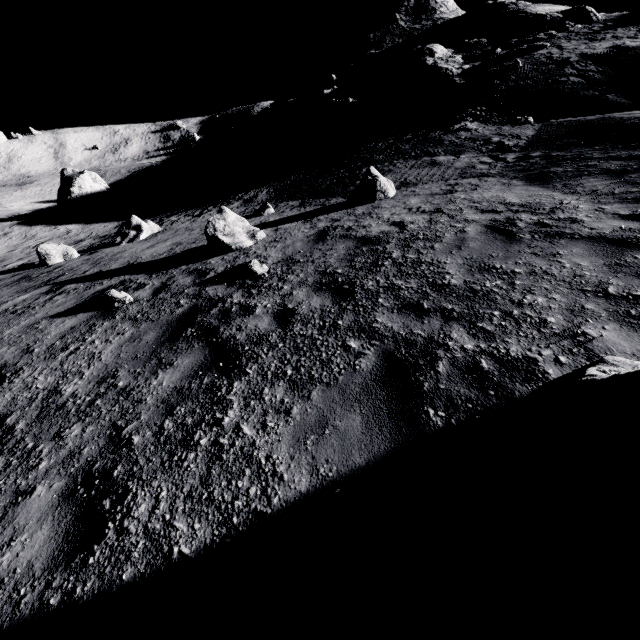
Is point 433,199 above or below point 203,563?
above

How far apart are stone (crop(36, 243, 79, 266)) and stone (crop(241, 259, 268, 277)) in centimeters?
1162cm

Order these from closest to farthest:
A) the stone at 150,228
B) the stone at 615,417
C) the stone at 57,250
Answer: the stone at 615,417, the stone at 57,250, the stone at 150,228

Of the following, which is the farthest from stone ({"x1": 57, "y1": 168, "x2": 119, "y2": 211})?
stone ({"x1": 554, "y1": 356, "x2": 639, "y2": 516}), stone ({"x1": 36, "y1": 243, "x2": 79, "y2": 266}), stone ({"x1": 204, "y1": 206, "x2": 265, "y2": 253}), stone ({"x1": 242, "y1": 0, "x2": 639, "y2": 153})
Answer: stone ({"x1": 554, "y1": 356, "x2": 639, "y2": 516})

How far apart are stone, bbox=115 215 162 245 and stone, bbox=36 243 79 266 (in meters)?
1.53

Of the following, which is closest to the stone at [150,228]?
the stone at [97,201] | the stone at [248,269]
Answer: the stone at [248,269]

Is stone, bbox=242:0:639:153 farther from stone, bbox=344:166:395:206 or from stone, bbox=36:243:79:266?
stone, bbox=36:243:79:266

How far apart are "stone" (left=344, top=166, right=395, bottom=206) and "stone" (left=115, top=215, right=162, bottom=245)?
10.0 meters
